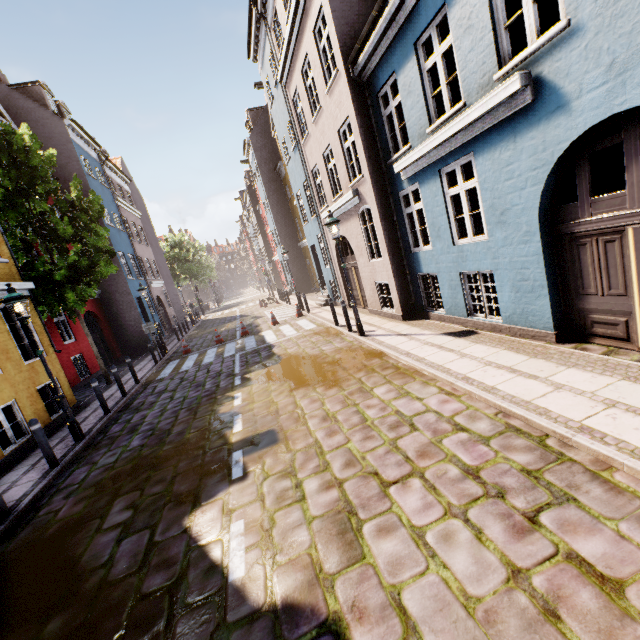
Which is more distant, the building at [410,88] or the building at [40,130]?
the building at [40,130]

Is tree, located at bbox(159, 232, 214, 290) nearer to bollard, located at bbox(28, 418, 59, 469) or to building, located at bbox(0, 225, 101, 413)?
building, located at bbox(0, 225, 101, 413)

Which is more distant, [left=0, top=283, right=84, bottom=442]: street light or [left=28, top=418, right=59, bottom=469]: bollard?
[left=0, top=283, right=84, bottom=442]: street light

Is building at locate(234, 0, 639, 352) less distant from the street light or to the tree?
the tree

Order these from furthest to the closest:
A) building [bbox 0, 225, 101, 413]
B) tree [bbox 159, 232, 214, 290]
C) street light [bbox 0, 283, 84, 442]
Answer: tree [bbox 159, 232, 214, 290], building [bbox 0, 225, 101, 413], street light [bbox 0, 283, 84, 442]

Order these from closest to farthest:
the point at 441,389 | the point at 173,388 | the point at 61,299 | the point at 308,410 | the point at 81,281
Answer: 1. the point at 441,389
2. the point at 308,410
3. the point at 173,388
4. the point at 61,299
5. the point at 81,281

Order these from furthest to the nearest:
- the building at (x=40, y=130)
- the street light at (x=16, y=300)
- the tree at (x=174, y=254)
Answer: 1. the tree at (x=174, y=254)
2. the building at (x=40, y=130)
3. the street light at (x=16, y=300)
